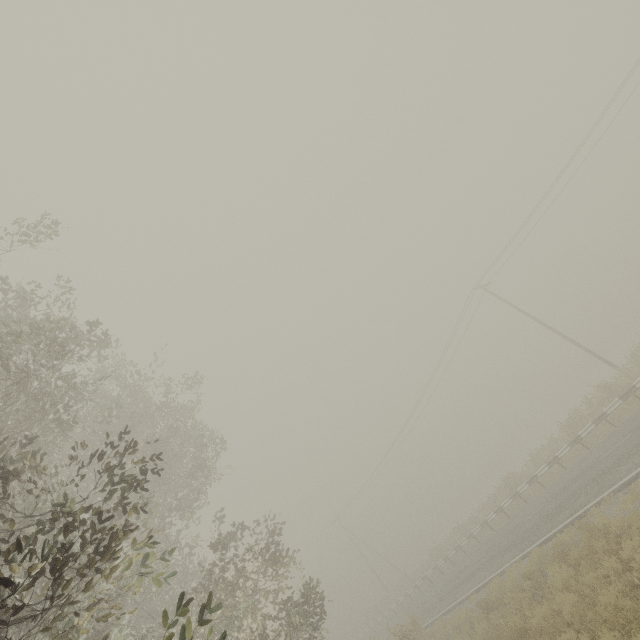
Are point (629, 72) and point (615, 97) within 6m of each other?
yes

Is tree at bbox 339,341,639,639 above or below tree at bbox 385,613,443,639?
below

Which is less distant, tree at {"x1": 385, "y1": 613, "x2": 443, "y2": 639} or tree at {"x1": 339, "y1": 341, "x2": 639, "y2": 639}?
tree at {"x1": 385, "y1": 613, "x2": 443, "y2": 639}

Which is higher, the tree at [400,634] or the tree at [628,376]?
the tree at [400,634]

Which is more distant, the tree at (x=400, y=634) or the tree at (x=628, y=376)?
the tree at (x=628, y=376)
